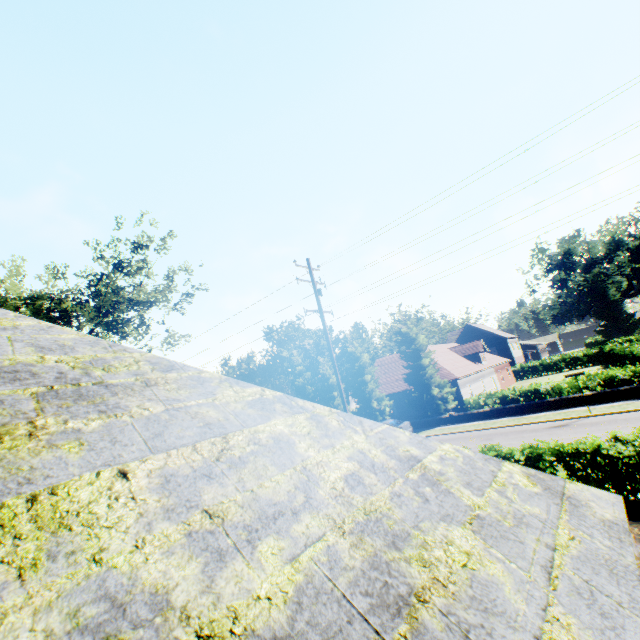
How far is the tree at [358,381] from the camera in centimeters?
3234cm

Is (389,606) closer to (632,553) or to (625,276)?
(632,553)

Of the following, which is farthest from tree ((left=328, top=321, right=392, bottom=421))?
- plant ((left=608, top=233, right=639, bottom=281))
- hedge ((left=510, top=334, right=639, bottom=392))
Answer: plant ((left=608, top=233, right=639, bottom=281))

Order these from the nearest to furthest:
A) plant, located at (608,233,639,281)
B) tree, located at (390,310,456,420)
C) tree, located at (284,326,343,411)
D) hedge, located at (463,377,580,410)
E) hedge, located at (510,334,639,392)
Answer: hedge, located at (510,334,639,392)
hedge, located at (463,377,580,410)
tree, located at (390,310,456,420)
tree, located at (284,326,343,411)
plant, located at (608,233,639,281)

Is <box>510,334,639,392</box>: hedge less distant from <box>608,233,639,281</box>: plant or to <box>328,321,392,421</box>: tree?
<box>328,321,392,421</box>: tree

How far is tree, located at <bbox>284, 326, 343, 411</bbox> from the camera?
36.1 meters

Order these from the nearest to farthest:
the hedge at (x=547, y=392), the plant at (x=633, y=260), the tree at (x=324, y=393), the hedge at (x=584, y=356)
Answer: the hedge at (x=584, y=356) < the hedge at (x=547, y=392) < the tree at (x=324, y=393) < the plant at (x=633, y=260)
